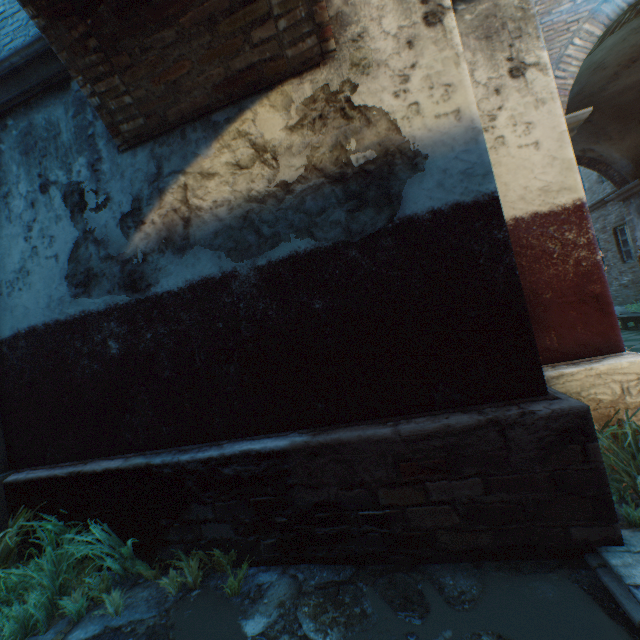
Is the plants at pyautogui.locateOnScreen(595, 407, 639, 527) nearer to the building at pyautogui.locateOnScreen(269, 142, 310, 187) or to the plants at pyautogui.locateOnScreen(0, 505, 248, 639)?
the building at pyautogui.locateOnScreen(269, 142, 310, 187)

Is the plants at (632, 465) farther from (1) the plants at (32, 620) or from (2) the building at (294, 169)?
(1) the plants at (32, 620)

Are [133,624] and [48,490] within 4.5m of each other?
yes

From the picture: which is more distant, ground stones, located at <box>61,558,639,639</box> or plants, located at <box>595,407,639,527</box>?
plants, located at <box>595,407,639,527</box>

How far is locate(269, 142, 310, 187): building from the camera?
2.6 meters

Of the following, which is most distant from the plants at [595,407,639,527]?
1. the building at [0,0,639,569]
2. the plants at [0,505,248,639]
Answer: the plants at [0,505,248,639]

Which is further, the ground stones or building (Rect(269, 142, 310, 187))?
building (Rect(269, 142, 310, 187))

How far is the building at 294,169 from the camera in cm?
258
